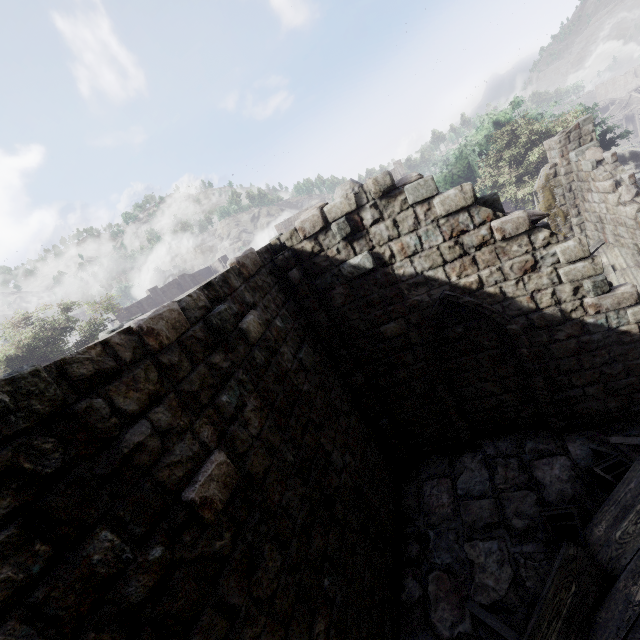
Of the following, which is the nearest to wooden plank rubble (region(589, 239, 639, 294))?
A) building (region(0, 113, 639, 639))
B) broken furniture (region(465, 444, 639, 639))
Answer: building (region(0, 113, 639, 639))

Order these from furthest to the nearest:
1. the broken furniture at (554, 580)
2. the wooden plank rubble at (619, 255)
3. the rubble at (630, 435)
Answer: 1. the wooden plank rubble at (619, 255)
2. the rubble at (630, 435)
3. the broken furniture at (554, 580)

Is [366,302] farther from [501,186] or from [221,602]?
[501,186]

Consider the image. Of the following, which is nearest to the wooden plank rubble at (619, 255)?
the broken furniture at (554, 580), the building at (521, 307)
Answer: the building at (521, 307)

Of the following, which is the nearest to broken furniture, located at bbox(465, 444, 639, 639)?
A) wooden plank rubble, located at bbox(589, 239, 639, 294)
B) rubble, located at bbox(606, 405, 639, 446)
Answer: rubble, located at bbox(606, 405, 639, 446)

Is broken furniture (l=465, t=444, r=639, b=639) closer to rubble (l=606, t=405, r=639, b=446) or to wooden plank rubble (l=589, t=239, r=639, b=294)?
rubble (l=606, t=405, r=639, b=446)

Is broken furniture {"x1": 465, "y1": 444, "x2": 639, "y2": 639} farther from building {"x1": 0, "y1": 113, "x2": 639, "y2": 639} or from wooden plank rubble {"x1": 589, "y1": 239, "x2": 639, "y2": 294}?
wooden plank rubble {"x1": 589, "y1": 239, "x2": 639, "y2": 294}

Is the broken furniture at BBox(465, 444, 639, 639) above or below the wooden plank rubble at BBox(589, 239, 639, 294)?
below
